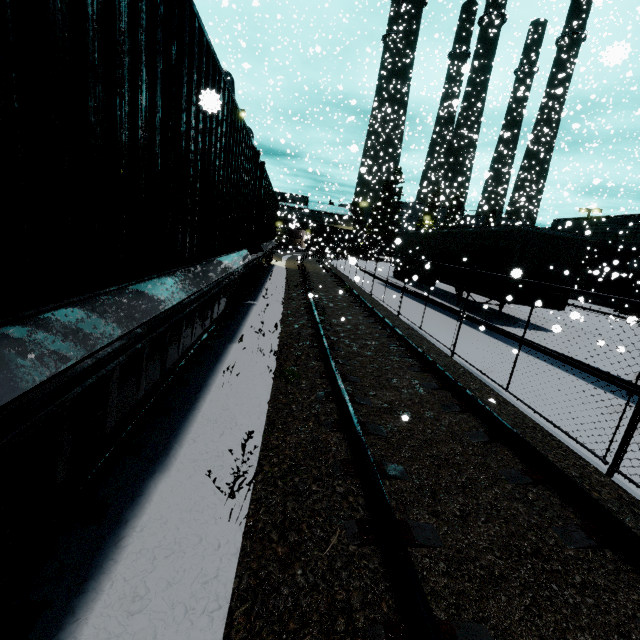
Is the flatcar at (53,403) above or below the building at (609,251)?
below

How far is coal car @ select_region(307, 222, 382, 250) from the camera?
44.5 meters

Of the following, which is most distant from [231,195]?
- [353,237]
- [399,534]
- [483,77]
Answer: [353,237]

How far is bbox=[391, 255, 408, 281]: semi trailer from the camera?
23.1 meters

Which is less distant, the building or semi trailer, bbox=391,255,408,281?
semi trailer, bbox=391,255,408,281

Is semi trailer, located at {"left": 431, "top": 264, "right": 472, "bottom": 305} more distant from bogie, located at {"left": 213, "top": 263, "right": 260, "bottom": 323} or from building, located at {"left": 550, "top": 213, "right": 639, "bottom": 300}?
bogie, located at {"left": 213, "top": 263, "right": 260, "bottom": 323}

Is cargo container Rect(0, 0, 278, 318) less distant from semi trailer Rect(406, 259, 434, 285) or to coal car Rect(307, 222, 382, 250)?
semi trailer Rect(406, 259, 434, 285)

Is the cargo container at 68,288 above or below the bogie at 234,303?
above
